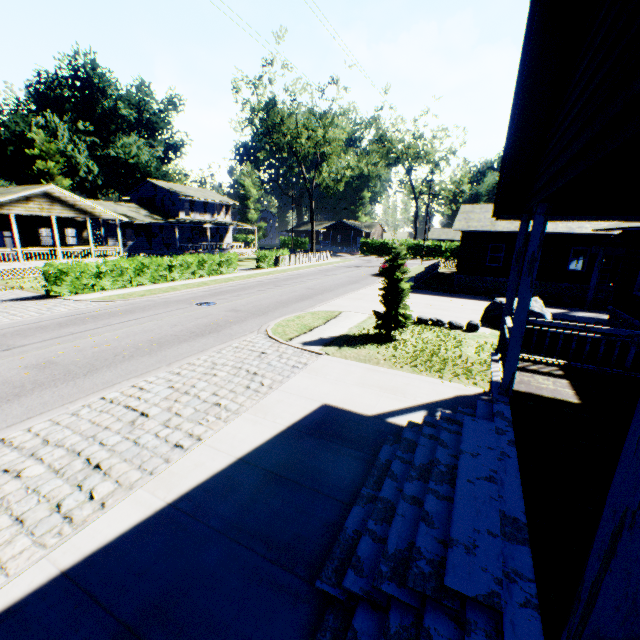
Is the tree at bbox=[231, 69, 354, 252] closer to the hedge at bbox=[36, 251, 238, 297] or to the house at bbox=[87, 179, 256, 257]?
the house at bbox=[87, 179, 256, 257]

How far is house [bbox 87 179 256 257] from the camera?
38.4 meters

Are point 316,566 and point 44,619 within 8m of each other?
yes

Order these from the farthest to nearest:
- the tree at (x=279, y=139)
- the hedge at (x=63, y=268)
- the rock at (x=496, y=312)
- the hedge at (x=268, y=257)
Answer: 1. the tree at (x=279, y=139)
2. the hedge at (x=268, y=257)
3. the hedge at (x=63, y=268)
4. the rock at (x=496, y=312)

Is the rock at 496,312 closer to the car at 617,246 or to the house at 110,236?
the car at 617,246

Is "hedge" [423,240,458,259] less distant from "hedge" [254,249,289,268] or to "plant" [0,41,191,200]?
"hedge" [254,249,289,268]

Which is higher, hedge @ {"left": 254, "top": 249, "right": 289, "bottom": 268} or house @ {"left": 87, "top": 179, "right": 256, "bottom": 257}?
house @ {"left": 87, "top": 179, "right": 256, "bottom": 257}

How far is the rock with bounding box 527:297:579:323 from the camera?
13.9m
